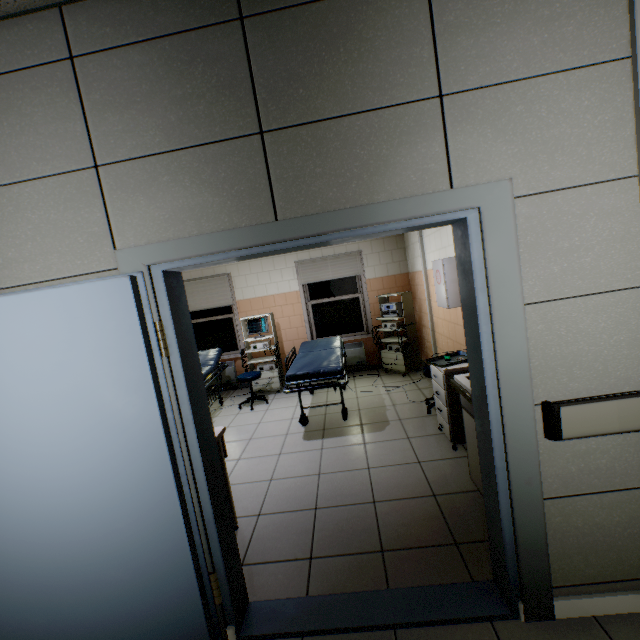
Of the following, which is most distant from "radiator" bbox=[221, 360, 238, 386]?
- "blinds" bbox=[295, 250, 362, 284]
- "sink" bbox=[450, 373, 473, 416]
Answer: "sink" bbox=[450, 373, 473, 416]

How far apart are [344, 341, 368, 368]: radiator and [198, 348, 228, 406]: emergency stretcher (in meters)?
1.94

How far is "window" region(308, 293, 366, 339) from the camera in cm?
663

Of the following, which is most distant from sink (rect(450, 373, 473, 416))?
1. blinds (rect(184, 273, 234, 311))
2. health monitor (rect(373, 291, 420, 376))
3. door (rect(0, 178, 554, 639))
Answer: blinds (rect(184, 273, 234, 311))

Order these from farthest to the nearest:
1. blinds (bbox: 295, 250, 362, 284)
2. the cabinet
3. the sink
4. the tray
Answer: blinds (bbox: 295, 250, 362, 284) → the cabinet → the tray → the sink

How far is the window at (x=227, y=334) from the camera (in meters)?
6.83

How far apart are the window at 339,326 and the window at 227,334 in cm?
159

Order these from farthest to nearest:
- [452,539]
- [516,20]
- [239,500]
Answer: [239,500]
[452,539]
[516,20]
